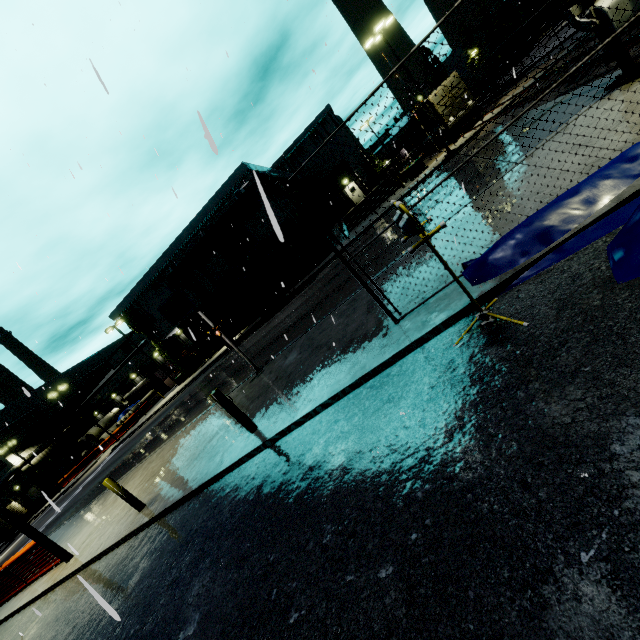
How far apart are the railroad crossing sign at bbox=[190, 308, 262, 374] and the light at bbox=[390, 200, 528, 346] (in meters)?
7.51

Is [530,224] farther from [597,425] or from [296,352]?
[296,352]

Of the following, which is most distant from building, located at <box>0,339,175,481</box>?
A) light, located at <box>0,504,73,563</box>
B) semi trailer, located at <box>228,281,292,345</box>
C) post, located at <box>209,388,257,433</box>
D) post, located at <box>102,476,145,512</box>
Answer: post, located at <box>209,388,257,433</box>

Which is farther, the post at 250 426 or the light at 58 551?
the light at 58 551

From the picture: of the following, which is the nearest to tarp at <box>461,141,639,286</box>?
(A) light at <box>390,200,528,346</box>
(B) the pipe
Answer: (A) light at <box>390,200,528,346</box>

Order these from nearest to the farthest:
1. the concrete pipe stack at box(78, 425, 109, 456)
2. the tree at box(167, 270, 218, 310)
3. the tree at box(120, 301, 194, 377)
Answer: the tree at box(167, 270, 218, 310) < the tree at box(120, 301, 194, 377) < the concrete pipe stack at box(78, 425, 109, 456)

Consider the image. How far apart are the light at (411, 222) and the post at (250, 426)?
4.40m

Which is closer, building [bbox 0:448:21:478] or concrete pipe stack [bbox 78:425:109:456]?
concrete pipe stack [bbox 78:425:109:456]
